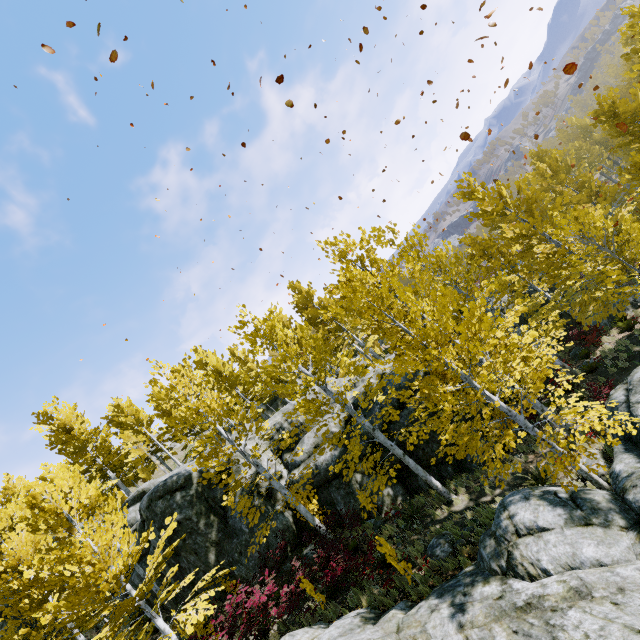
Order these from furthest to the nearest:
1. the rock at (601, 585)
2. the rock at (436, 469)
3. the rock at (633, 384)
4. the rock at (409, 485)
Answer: the rock at (436, 469), the rock at (409, 485), the rock at (633, 384), the rock at (601, 585)

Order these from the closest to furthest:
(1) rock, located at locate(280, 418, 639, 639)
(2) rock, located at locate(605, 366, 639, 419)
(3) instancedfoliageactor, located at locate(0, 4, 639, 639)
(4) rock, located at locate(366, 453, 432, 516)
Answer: (1) rock, located at locate(280, 418, 639, 639)
(2) rock, located at locate(605, 366, 639, 419)
(3) instancedfoliageactor, located at locate(0, 4, 639, 639)
(4) rock, located at locate(366, 453, 432, 516)

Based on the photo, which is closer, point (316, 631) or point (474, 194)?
point (316, 631)

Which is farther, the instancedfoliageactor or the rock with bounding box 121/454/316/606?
the rock with bounding box 121/454/316/606

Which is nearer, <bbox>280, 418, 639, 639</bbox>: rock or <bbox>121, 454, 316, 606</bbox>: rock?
<bbox>280, 418, 639, 639</bbox>: rock

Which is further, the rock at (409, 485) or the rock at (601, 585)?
the rock at (409, 485)

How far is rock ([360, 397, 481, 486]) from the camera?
14.5 meters
